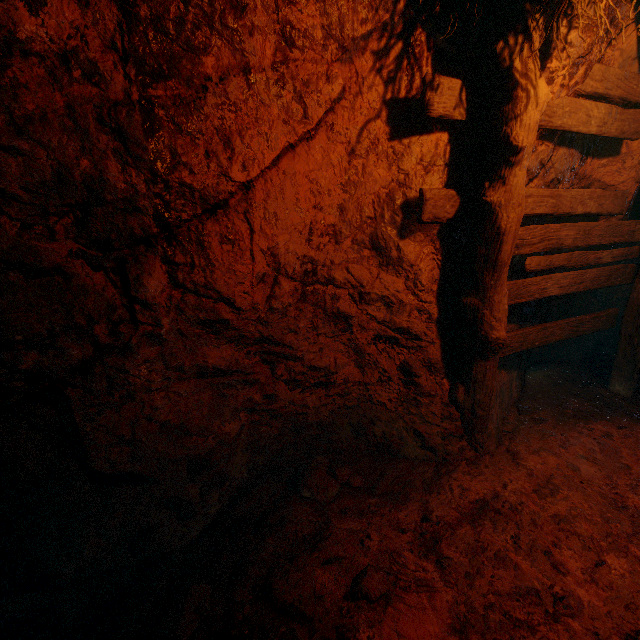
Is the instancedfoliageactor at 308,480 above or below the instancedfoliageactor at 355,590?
below

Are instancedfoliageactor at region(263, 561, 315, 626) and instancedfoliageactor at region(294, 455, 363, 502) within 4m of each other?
yes

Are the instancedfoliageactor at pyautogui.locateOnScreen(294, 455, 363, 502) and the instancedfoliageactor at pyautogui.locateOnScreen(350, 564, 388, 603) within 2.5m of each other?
yes

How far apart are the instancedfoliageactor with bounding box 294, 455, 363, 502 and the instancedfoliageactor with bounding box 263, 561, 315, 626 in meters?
0.6 m

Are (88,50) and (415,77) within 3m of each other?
yes

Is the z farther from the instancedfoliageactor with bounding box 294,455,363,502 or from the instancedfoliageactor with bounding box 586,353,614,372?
the instancedfoliageactor with bounding box 294,455,363,502

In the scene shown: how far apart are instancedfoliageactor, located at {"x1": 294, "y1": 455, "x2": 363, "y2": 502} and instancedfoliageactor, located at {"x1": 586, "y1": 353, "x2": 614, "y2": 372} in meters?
4.2

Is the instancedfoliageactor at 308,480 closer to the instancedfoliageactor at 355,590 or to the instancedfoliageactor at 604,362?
the instancedfoliageactor at 355,590
